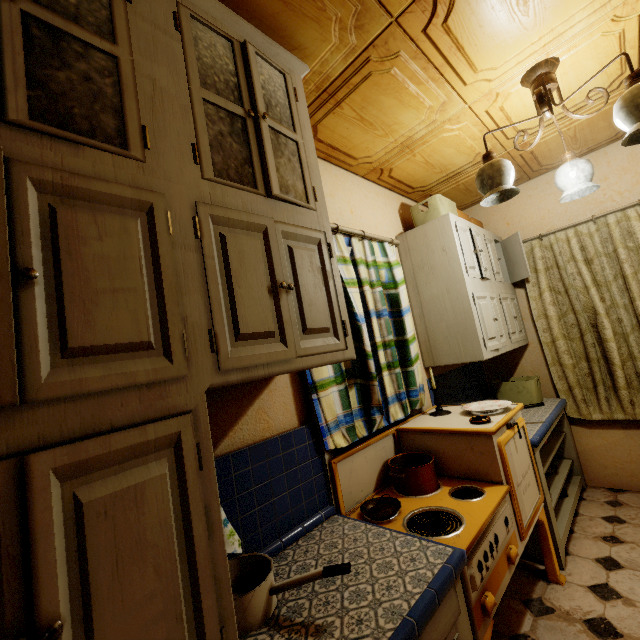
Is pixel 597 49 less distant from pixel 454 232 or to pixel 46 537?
pixel 454 232

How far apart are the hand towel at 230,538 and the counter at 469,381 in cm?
192

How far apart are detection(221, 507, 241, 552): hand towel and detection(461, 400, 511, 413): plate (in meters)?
1.57

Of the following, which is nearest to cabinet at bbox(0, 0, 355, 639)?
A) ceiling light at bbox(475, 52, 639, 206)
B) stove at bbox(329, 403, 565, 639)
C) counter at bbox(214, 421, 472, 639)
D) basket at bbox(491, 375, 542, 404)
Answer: counter at bbox(214, 421, 472, 639)

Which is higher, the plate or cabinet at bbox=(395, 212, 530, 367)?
cabinet at bbox=(395, 212, 530, 367)

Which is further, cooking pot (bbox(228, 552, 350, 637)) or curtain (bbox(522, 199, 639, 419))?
curtain (bbox(522, 199, 639, 419))

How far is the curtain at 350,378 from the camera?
1.7 meters

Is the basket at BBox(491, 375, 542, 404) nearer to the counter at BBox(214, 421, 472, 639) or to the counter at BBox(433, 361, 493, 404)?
the counter at BBox(433, 361, 493, 404)
